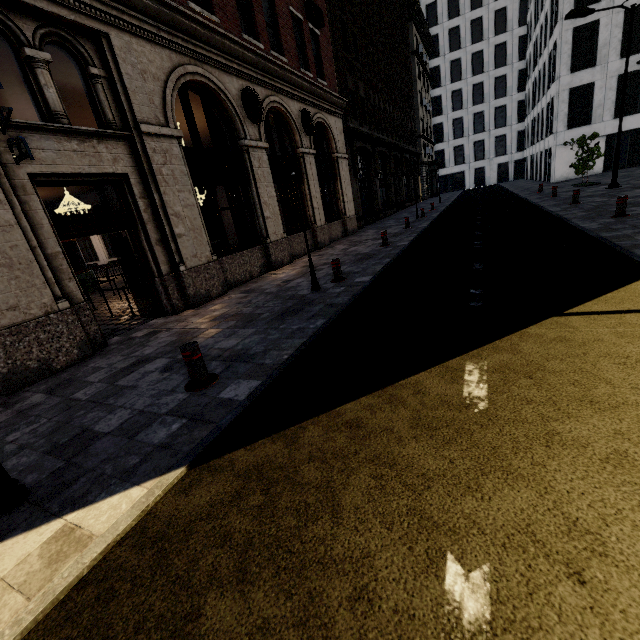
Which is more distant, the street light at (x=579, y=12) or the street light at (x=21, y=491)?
the street light at (x=579, y=12)

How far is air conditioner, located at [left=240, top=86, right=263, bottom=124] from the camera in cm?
1009

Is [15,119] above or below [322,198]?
above

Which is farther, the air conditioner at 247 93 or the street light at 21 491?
the air conditioner at 247 93

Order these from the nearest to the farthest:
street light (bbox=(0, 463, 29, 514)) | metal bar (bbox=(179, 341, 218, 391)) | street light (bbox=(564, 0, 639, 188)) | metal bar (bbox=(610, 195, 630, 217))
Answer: street light (bbox=(0, 463, 29, 514)) → metal bar (bbox=(179, 341, 218, 391)) → metal bar (bbox=(610, 195, 630, 217)) → street light (bbox=(564, 0, 639, 188))

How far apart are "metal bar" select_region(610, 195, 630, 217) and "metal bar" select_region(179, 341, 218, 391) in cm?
1176

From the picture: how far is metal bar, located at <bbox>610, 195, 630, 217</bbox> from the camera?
9.2m

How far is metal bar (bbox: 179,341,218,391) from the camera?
4.0 meters
